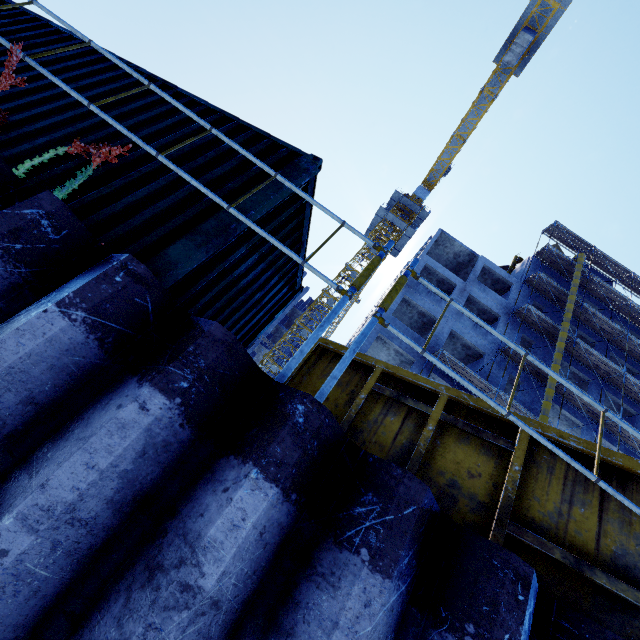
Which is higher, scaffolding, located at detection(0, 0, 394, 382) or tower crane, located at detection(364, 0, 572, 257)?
tower crane, located at detection(364, 0, 572, 257)

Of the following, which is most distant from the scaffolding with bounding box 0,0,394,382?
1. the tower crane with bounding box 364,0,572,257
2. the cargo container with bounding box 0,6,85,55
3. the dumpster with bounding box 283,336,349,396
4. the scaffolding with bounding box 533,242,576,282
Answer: the tower crane with bounding box 364,0,572,257

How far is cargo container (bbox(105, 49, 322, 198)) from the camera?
3.5m

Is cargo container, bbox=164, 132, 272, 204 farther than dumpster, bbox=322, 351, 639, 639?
Yes

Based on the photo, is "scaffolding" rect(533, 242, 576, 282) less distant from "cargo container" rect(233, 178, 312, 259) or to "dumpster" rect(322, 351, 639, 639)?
"dumpster" rect(322, 351, 639, 639)

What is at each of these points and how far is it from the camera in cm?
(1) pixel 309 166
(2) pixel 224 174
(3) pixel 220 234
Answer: (1) cargo container, 353
(2) cargo container, 329
(3) cargo container, 280

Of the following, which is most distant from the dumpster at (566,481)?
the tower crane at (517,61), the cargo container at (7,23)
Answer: the tower crane at (517,61)

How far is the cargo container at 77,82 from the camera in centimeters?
380cm
